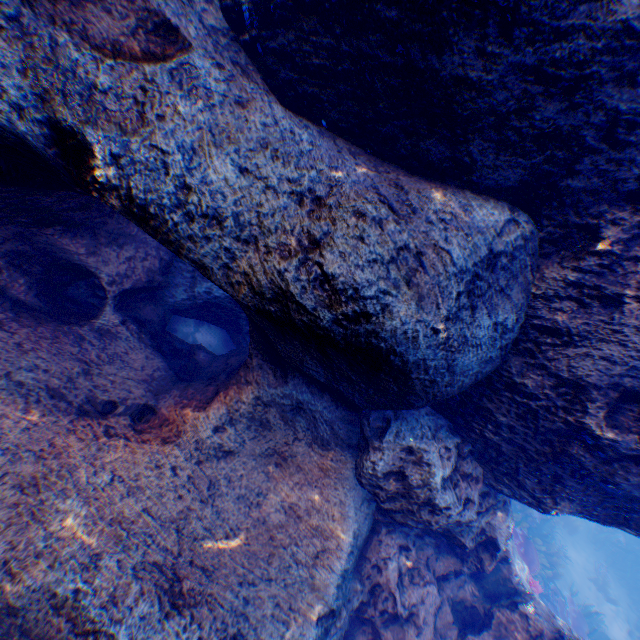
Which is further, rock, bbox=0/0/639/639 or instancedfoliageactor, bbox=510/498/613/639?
instancedfoliageactor, bbox=510/498/613/639

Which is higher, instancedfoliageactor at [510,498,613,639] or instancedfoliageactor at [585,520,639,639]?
instancedfoliageactor at [585,520,639,639]

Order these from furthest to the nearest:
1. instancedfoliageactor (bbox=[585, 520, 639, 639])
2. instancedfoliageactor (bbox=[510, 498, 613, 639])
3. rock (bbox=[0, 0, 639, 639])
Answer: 1. instancedfoliageactor (bbox=[585, 520, 639, 639])
2. instancedfoliageactor (bbox=[510, 498, 613, 639])
3. rock (bbox=[0, 0, 639, 639])

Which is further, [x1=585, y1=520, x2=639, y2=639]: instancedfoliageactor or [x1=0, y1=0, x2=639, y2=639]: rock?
[x1=585, y1=520, x2=639, y2=639]: instancedfoliageactor

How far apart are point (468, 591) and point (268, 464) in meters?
3.7

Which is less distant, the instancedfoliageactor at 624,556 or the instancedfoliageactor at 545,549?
the instancedfoliageactor at 545,549

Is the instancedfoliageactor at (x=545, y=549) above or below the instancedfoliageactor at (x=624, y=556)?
below

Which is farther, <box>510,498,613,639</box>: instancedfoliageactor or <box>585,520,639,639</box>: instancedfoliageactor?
<box>585,520,639,639</box>: instancedfoliageactor
